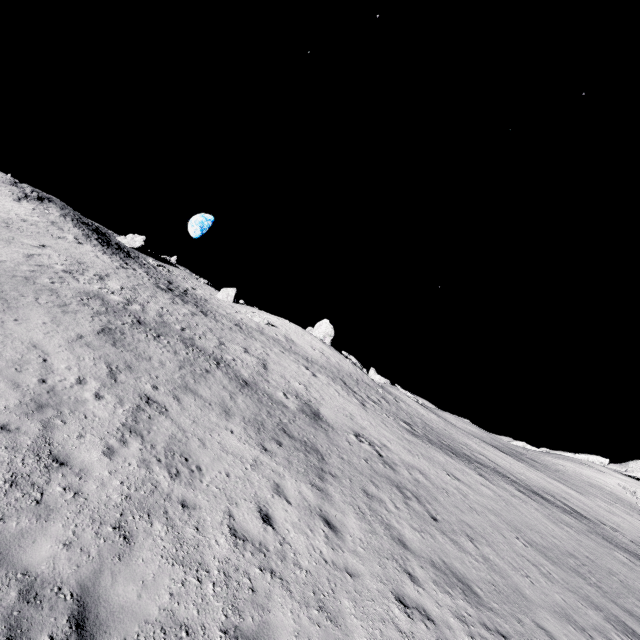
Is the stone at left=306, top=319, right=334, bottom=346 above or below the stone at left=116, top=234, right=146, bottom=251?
below

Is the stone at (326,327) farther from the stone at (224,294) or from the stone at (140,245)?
the stone at (140,245)

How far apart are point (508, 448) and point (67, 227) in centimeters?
6269cm

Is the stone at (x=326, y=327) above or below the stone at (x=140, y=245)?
below

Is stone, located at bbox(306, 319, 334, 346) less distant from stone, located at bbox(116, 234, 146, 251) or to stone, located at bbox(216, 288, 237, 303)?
stone, located at bbox(216, 288, 237, 303)

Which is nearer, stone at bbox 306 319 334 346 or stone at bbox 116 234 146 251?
stone at bbox 306 319 334 346

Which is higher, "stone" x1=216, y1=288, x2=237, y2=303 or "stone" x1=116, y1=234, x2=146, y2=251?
"stone" x1=116, y1=234, x2=146, y2=251

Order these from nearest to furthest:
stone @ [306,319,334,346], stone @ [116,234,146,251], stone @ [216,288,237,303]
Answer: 1. stone @ [306,319,334,346]
2. stone @ [116,234,146,251]
3. stone @ [216,288,237,303]
